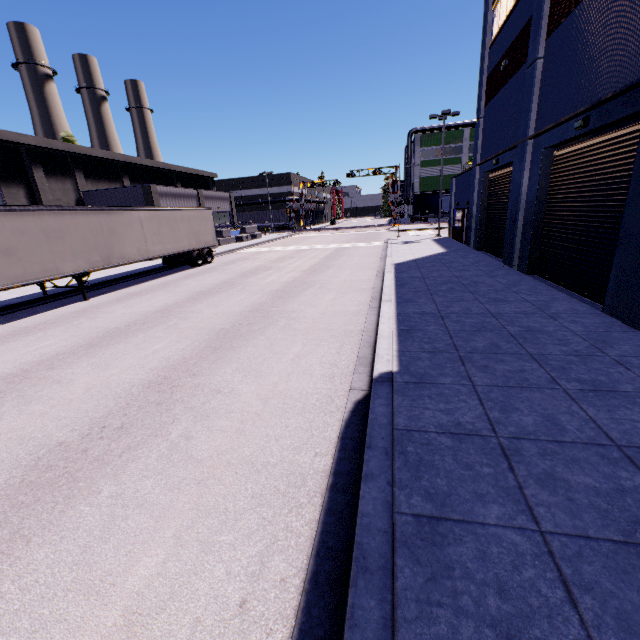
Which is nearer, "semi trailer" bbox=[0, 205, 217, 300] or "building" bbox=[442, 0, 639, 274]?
"building" bbox=[442, 0, 639, 274]

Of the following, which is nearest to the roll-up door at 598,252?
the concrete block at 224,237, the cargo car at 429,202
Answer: the concrete block at 224,237

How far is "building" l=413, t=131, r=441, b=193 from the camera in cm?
5616

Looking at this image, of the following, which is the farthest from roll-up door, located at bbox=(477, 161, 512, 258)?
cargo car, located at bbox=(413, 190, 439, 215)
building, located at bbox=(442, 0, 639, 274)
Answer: cargo car, located at bbox=(413, 190, 439, 215)

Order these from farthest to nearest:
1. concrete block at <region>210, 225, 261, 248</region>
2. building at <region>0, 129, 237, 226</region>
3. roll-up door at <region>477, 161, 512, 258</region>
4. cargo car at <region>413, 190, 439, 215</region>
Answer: cargo car at <region>413, 190, 439, 215</region>
concrete block at <region>210, 225, 261, 248</region>
building at <region>0, 129, 237, 226</region>
roll-up door at <region>477, 161, 512, 258</region>

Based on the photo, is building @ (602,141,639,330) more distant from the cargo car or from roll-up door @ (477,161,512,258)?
the cargo car

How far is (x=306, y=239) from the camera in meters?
41.7

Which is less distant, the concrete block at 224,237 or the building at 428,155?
the concrete block at 224,237
